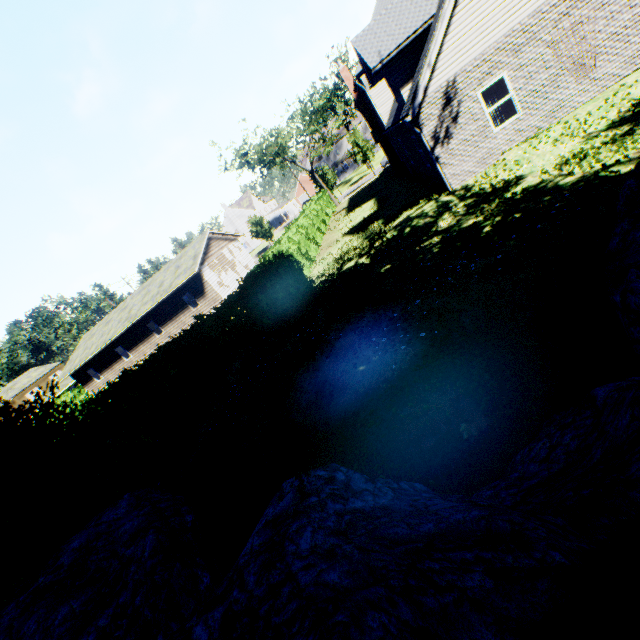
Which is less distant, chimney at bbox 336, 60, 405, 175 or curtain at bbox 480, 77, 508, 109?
curtain at bbox 480, 77, 508, 109

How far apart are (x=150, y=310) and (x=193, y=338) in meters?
18.2

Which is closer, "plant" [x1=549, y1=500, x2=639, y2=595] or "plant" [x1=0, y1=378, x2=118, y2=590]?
"plant" [x1=549, y1=500, x2=639, y2=595]

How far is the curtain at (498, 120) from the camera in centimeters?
1189cm

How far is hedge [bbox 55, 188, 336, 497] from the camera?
9.15m

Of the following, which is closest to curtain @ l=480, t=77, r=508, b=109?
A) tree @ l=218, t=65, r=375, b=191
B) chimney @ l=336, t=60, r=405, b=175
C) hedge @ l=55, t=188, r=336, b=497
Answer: hedge @ l=55, t=188, r=336, b=497

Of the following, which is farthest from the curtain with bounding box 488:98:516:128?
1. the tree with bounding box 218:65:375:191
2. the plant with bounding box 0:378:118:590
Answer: the tree with bounding box 218:65:375:191

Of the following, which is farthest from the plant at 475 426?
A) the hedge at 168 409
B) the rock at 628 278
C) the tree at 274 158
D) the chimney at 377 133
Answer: the chimney at 377 133
